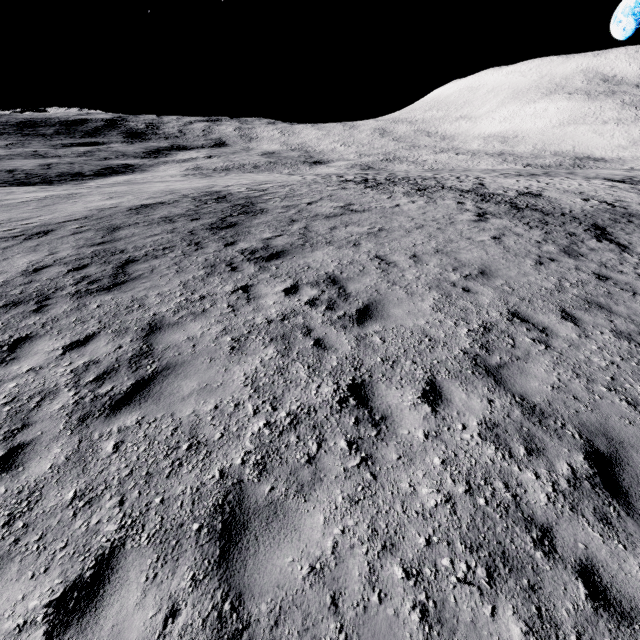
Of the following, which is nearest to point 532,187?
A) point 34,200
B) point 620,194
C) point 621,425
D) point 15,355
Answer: point 620,194
